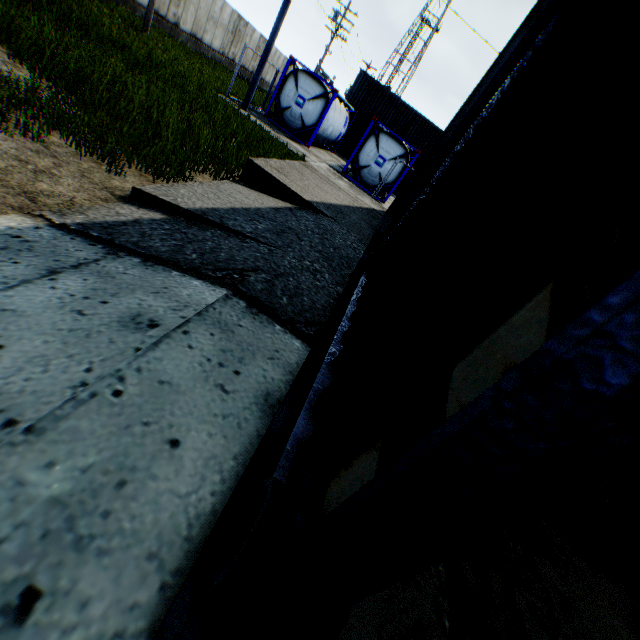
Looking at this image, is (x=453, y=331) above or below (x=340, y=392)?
above

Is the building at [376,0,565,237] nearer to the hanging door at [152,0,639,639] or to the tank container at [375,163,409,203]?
the hanging door at [152,0,639,639]

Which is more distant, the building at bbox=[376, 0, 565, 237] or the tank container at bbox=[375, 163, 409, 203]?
the tank container at bbox=[375, 163, 409, 203]

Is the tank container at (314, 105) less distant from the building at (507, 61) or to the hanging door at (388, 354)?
the building at (507, 61)

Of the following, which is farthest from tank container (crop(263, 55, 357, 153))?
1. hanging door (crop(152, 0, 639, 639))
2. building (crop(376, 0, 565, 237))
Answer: hanging door (crop(152, 0, 639, 639))

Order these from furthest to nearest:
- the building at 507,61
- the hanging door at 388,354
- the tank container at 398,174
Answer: the tank container at 398,174
the building at 507,61
the hanging door at 388,354

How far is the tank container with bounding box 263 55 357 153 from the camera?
16.3m

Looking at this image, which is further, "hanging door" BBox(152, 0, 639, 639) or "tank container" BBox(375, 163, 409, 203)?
"tank container" BBox(375, 163, 409, 203)
